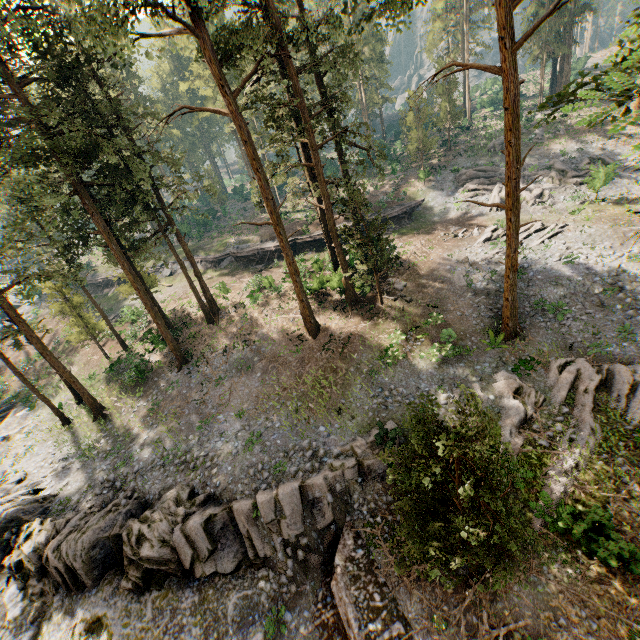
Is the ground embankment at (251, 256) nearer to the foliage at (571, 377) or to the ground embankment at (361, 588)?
the foliage at (571, 377)

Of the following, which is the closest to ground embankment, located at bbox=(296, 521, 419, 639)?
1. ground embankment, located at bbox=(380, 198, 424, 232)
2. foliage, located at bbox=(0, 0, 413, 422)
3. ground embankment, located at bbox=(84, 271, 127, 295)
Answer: foliage, located at bbox=(0, 0, 413, 422)

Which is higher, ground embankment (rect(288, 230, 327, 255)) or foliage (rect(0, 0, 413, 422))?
foliage (rect(0, 0, 413, 422))

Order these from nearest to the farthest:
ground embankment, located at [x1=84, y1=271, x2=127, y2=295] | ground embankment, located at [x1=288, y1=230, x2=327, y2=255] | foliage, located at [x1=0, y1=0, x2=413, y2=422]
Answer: foliage, located at [x1=0, y1=0, x2=413, y2=422] < ground embankment, located at [x1=288, y1=230, x2=327, y2=255] < ground embankment, located at [x1=84, y1=271, x2=127, y2=295]

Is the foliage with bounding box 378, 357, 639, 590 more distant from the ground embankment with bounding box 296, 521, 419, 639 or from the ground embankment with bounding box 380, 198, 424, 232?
the ground embankment with bounding box 380, 198, 424, 232

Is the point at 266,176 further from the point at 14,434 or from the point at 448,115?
the point at 448,115

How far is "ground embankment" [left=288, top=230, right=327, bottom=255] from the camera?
36.7m

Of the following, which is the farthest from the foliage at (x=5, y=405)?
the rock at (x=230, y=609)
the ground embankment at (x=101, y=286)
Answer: the ground embankment at (x=101, y=286)
